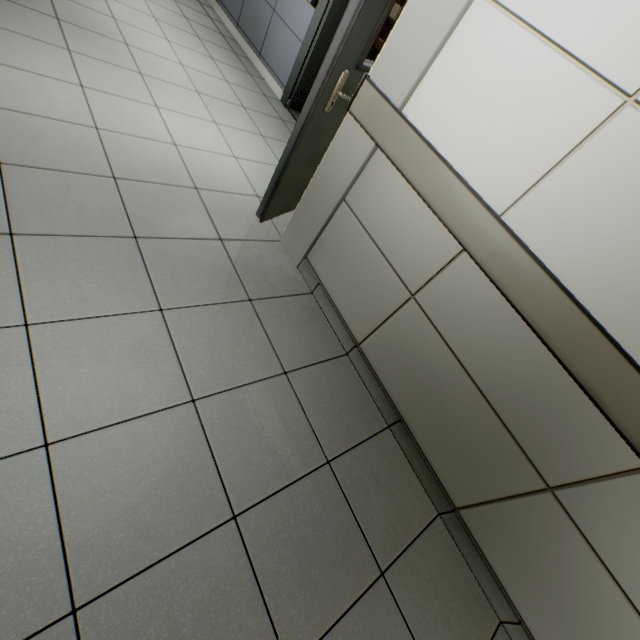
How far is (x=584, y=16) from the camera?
1.04m
